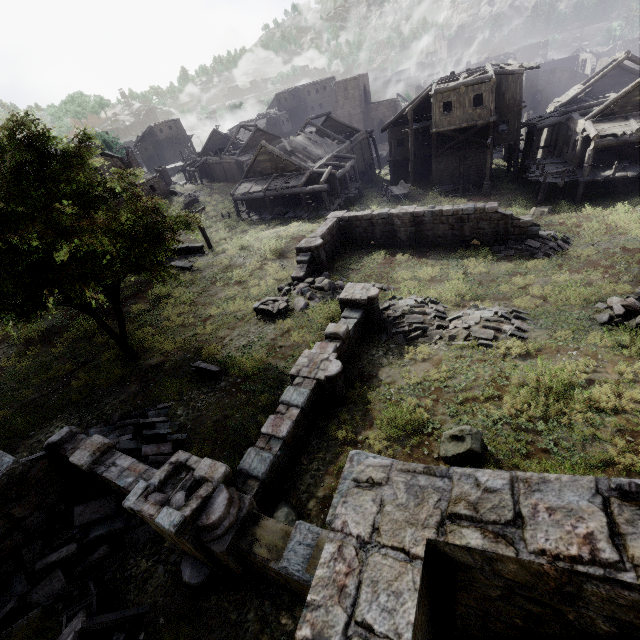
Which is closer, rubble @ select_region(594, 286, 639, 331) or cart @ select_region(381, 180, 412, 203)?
rubble @ select_region(594, 286, 639, 331)

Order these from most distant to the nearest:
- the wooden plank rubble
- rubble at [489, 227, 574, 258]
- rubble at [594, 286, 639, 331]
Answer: the wooden plank rubble < rubble at [489, 227, 574, 258] < rubble at [594, 286, 639, 331]

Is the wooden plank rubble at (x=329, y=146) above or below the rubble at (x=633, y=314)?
above

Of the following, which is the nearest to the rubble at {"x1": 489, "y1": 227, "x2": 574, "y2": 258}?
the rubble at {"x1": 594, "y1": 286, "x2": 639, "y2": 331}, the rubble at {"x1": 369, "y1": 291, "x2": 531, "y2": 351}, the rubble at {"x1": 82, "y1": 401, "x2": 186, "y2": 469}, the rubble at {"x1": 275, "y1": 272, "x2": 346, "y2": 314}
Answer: the rubble at {"x1": 594, "y1": 286, "x2": 639, "y2": 331}

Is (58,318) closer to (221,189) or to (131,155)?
(221,189)

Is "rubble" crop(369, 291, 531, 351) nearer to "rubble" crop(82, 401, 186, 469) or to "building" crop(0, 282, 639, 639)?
"building" crop(0, 282, 639, 639)

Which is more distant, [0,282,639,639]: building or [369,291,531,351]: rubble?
[369,291,531,351]: rubble

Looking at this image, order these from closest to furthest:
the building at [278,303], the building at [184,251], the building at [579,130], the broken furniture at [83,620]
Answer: the broken furniture at [83,620] < the building at [278,303] < the building at [579,130] < the building at [184,251]
